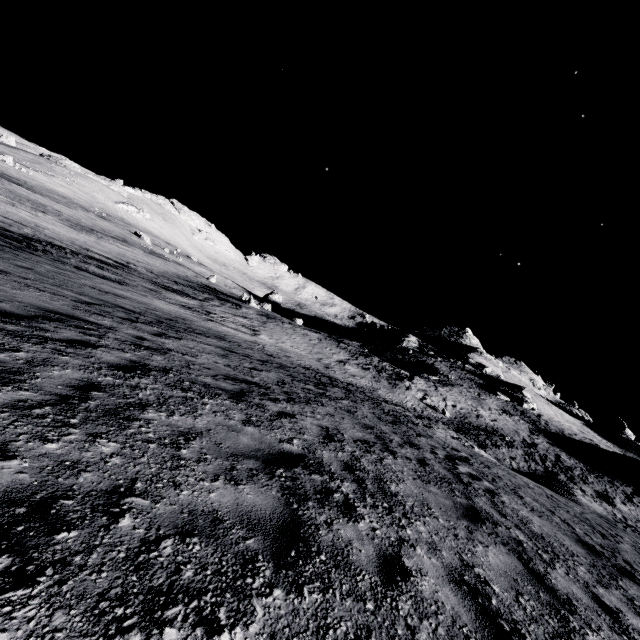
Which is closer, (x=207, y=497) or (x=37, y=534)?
(x=37, y=534)

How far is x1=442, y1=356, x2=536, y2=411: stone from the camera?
→ 44.5m

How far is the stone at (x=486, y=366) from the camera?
44.50m
